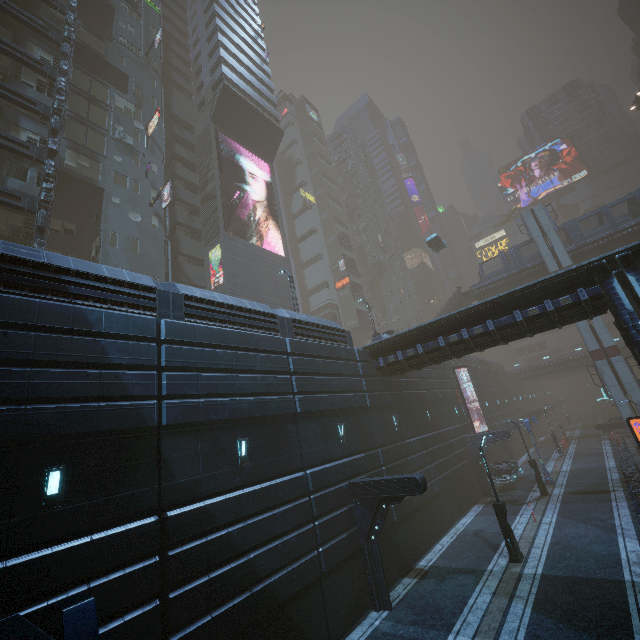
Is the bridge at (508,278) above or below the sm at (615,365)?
above

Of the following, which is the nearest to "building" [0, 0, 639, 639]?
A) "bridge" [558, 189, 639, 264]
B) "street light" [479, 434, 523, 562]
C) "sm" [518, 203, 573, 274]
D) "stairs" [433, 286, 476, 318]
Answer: "sm" [518, 203, 573, 274]

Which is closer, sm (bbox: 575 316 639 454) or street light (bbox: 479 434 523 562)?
street light (bbox: 479 434 523 562)

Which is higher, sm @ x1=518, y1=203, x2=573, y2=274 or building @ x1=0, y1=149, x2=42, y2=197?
building @ x1=0, y1=149, x2=42, y2=197

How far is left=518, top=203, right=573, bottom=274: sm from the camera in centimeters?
3459cm

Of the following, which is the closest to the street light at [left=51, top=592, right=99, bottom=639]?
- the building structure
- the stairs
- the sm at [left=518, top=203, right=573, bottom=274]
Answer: the building structure

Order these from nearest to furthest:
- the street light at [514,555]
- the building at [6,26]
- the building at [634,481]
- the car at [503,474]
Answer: the street light at [514,555] < the building at [634,481] < the building at [6,26] < the car at [503,474]

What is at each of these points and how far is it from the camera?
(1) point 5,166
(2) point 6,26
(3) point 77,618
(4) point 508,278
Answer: (1) building, 20.5m
(2) building, 23.8m
(3) street light, 4.1m
(4) bridge, 38.8m
